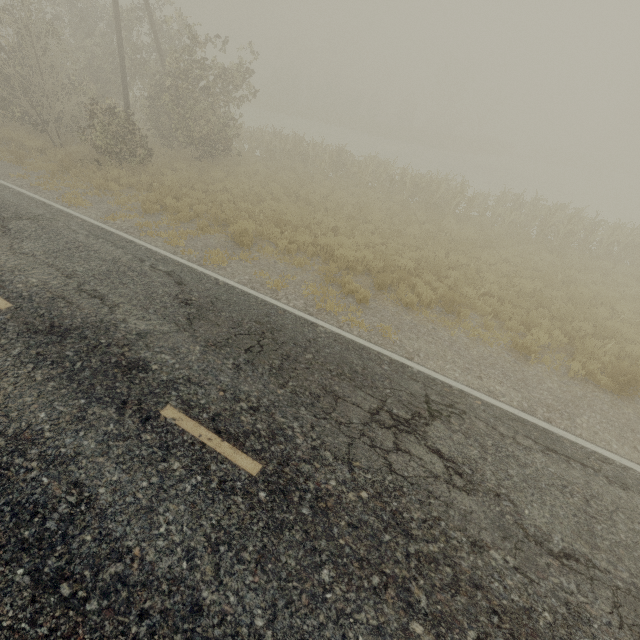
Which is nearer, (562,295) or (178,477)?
(178,477)
